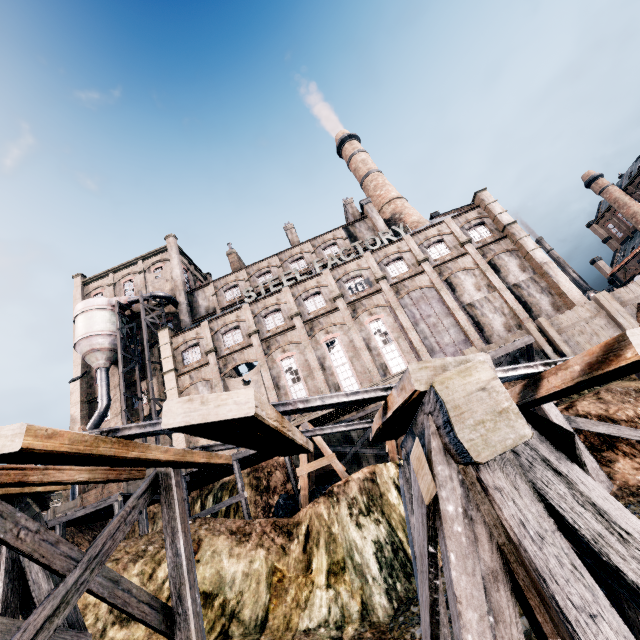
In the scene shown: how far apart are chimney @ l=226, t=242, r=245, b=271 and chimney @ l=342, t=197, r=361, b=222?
16.8 meters

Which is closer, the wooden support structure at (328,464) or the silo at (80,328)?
the wooden support structure at (328,464)

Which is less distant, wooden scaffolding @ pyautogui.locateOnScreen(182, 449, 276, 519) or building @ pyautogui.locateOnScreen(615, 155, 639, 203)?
wooden scaffolding @ pyautogui.locateOnScreen(182, 449, 276, 519)

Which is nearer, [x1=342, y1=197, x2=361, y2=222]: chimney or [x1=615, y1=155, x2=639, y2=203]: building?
[x1=342, y1=197, x2=361, y2=222]: chimney

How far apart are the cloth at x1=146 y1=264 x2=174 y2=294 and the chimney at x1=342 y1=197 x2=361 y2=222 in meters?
25.4

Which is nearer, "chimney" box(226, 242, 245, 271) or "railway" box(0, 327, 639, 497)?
"railway" box(0, 327, 639, 497)

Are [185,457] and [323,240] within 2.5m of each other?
no

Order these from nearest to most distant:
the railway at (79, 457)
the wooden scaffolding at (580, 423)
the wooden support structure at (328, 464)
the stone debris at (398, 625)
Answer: the railway at (79, 457)
the stone debris at (398, 625)
the wooden scaffolding at (580, 423)
the wooden support structure at (328, 464)
